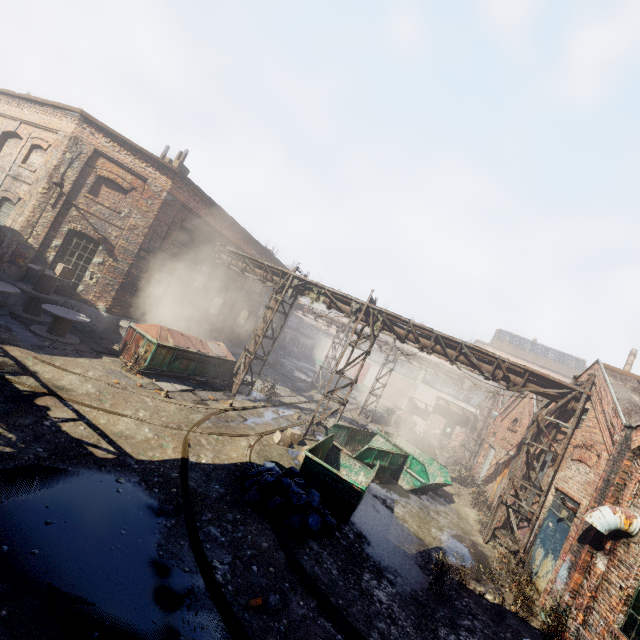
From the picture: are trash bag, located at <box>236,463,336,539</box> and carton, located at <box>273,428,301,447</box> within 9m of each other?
yes

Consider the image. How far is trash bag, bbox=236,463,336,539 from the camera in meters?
7.0

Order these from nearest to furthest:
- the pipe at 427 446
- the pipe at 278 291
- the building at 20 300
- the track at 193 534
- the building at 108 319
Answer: the track at 193 534 < the pipe at 278 291 < the building at 20 300 < the building at 108 319 < the pipe at 427 446

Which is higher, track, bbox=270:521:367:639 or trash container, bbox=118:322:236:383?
trash container, bbox=118:322:236:383

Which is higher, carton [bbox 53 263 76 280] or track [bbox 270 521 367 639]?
carton [bbox 53 263 76 280]

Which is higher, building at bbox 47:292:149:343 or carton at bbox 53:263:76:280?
carton at bbox 53:263:76:280

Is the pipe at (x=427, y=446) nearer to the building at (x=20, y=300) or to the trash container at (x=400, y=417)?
the trash container at (x=400, y=417)

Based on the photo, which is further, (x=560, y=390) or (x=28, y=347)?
(x=560, y=390)
